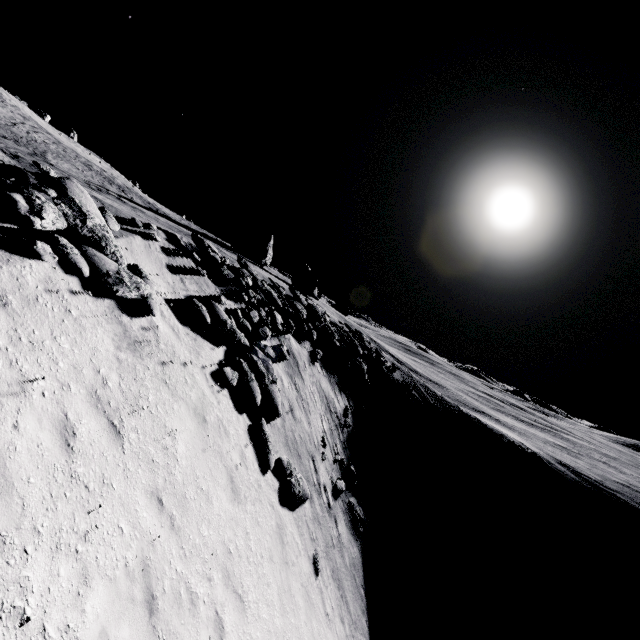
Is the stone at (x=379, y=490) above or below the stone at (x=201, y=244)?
below

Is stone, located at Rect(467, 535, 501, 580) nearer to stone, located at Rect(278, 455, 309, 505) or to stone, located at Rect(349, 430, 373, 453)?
stone, located at Rect(349, 430, 373, 453)

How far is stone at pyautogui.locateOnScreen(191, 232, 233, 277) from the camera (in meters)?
16.36

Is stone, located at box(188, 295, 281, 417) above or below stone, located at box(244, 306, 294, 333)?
below

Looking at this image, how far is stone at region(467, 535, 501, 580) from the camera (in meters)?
27.80

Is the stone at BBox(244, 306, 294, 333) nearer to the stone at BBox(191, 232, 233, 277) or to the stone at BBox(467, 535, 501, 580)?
the stone at BBox(191, 232, 233, 277)

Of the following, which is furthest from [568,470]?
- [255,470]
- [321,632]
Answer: [255,470]

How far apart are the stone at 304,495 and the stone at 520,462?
36.32m
